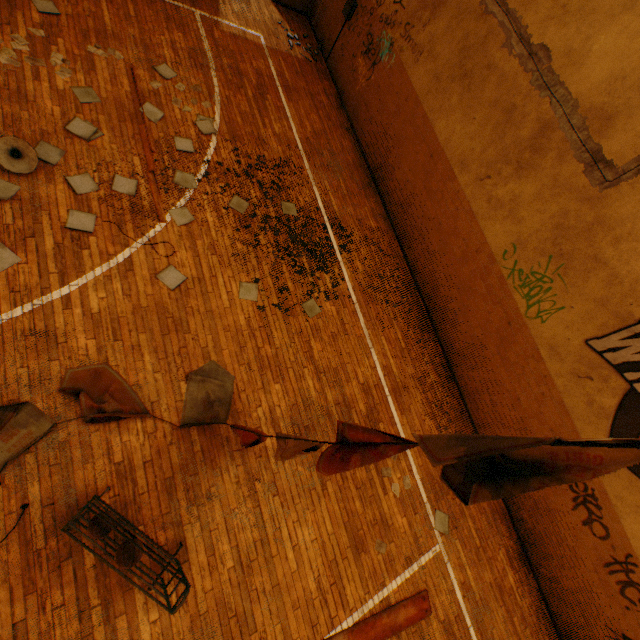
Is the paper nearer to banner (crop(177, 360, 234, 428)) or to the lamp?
the lamp

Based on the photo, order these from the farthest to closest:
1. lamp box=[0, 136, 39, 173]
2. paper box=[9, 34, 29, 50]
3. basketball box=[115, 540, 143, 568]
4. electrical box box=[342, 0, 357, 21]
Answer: electrical box box=[342, 0, 357, 21], paper box=[9, 34, 29, 50], lamp box=[0, 136, 39, 173], basketball box=[115, 540, 143, 568]

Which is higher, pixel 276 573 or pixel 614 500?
pixel 614 500

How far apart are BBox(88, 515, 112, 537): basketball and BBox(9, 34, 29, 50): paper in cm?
678

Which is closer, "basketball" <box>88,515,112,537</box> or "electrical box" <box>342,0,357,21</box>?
"basketball" <box>88,515,112,537</box>

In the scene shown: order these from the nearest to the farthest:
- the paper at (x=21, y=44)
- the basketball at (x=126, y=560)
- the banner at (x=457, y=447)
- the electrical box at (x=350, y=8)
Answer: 1. the banner at (x=457, y=447)
2. the basketball at (x=126, y=560)
3. the paper at (x=21, y=44)
4. the electrical box at (x=350, y=8)

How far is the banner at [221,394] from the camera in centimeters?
448cm

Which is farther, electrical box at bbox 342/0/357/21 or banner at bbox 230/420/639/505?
electrical box at bbox 342/0/357/21
